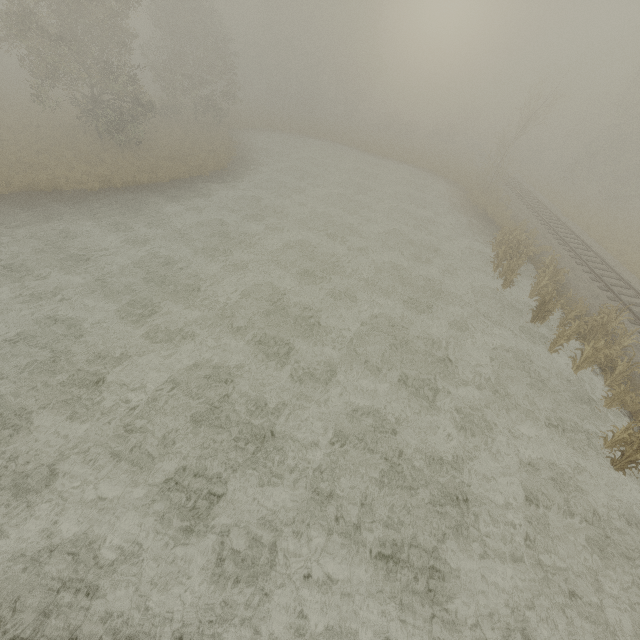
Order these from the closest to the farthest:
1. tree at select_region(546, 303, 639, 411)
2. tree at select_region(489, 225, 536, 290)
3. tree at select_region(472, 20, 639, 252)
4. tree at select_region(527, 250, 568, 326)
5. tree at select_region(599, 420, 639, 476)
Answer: tree at select_region(599, 420, 639, 476)
tree at select_region(546, 303, 639, 411)
tree at select_region(527, 250, 568, 326)
tree at select_region(489, 225, 536, 290)
tree at select_region(472, 20, 639, 252)

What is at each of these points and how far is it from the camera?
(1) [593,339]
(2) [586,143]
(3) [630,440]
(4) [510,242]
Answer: (1) tree, 13.42m
(2) tree, 37.28m
(3) tree, 9.64m
(4) tree, 19.02m

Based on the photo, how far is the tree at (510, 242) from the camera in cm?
1662

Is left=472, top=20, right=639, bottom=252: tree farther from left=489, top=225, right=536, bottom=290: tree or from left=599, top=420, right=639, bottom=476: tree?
left=599, top=420, right=639, bottom=476: tree

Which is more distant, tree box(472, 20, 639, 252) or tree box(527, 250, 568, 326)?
tree box(472, 20, 639, 252)

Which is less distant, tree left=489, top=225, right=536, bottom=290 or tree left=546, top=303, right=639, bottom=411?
tree left=546, top=303, right=639, bottom=411

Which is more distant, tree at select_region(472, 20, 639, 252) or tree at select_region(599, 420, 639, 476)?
tree at select_region(472, 20, 639, 252)
